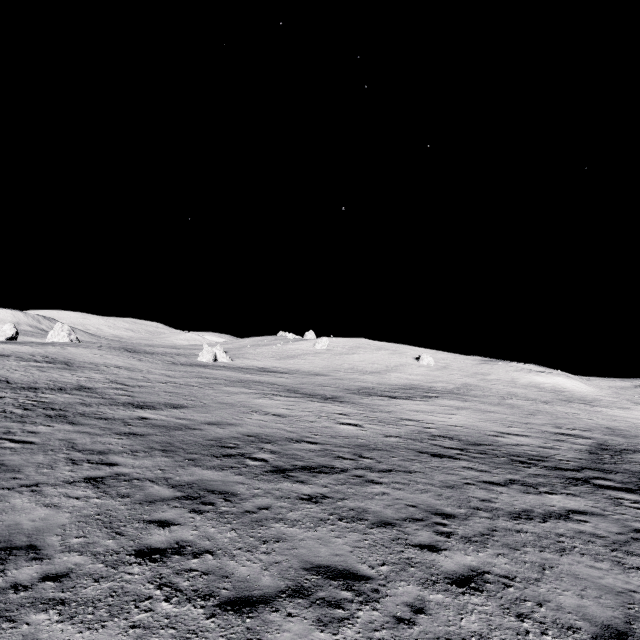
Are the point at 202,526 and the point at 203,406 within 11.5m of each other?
no

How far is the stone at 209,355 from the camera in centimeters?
5494cm

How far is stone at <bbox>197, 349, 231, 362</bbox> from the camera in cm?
5494
